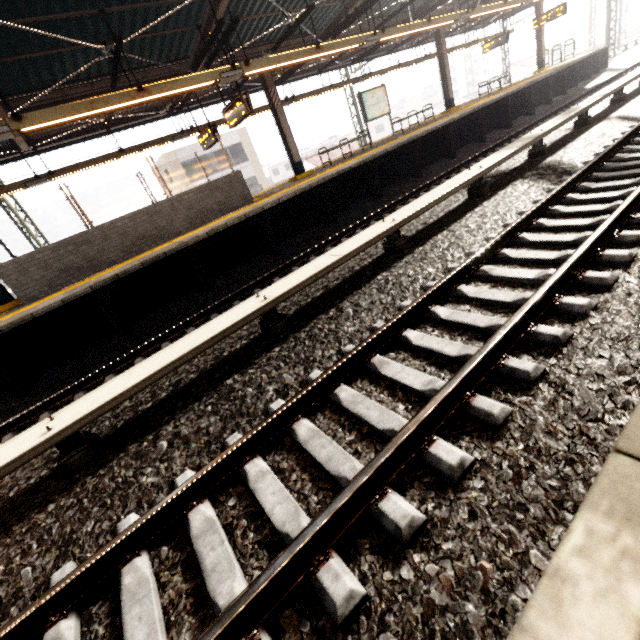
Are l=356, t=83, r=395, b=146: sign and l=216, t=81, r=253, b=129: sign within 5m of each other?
no

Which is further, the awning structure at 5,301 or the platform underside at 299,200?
the awning structure at 5,301

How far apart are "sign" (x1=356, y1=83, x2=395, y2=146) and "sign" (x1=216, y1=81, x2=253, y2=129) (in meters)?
6.02

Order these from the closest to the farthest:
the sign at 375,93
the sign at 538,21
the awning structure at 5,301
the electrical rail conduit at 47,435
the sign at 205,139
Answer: the electrical rail conduit at 47,435 → the awning structure at 5,301 → the sign at 205,139 → the sign at 375,93 → the sign at 538,21

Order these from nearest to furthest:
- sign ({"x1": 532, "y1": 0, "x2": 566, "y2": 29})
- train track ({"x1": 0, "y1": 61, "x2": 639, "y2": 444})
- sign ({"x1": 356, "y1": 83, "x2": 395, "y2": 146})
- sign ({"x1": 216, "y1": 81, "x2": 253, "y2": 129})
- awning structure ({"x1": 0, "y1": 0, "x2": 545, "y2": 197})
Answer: train track ({"x1": 0, "y1": 61, "x2": 639, "y2": 444})
awning structure ({"x1": 0, "y1": 0, "x2": 545, "y2": 197})
sign ({"x1": 216, "y1": 81, "x2": 253, "y2": 129})
sign ({"x1": 356, "y1": 83, "x2": 395, "y2": 146})
sign ({"x1": 532, "y1": 0, "x2": 566, "y2": 29})

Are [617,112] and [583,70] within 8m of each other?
no

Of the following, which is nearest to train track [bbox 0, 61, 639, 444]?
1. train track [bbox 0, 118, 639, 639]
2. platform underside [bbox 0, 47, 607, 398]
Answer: platform underside [bbox 0, 47, 607, 398]

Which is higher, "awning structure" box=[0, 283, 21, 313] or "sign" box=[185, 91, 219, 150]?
"sign" box=[185, 91, 219, 150]
